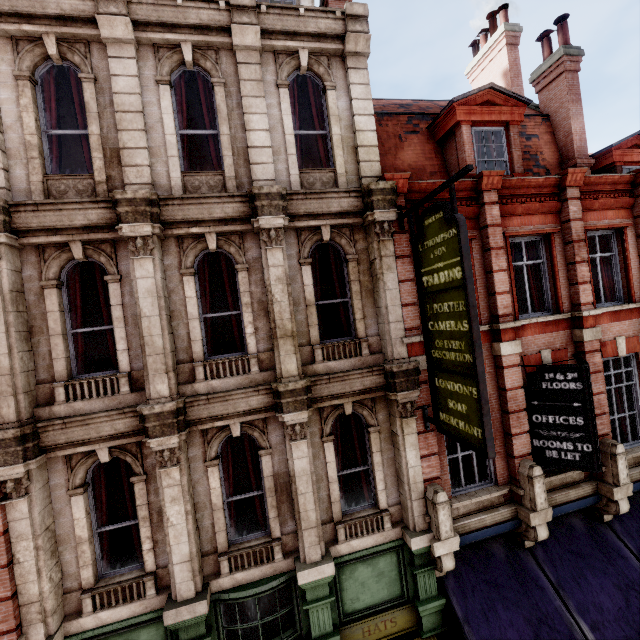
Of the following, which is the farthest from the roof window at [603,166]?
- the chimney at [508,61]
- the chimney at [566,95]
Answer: the chimney at [508,61]

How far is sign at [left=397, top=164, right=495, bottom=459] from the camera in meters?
5.3 m

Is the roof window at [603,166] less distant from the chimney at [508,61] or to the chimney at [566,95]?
the chimney at [566,95]

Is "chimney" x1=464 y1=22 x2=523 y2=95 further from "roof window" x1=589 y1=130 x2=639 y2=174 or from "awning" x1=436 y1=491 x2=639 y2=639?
"awning" x1=436 y1=491 x2=639 y2=639

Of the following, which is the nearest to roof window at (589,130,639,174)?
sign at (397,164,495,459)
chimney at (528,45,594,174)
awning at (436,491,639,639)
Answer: chimney at (528,45,594,174)

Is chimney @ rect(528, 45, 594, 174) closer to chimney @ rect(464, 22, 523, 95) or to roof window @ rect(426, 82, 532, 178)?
chimney @ rect(464, 22, 523, 95)

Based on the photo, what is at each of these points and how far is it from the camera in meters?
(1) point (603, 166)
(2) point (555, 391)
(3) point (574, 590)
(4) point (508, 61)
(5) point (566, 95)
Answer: (1) roof window, 11.0
(2) sign, 7.6
(3) awning, 7.4
(4) chimney, 12.3
(5) chimney, 10.3

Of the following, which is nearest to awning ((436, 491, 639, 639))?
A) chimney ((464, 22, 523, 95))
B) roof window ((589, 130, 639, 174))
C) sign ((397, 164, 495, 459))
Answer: sign ((397, 164, 495, 459))
